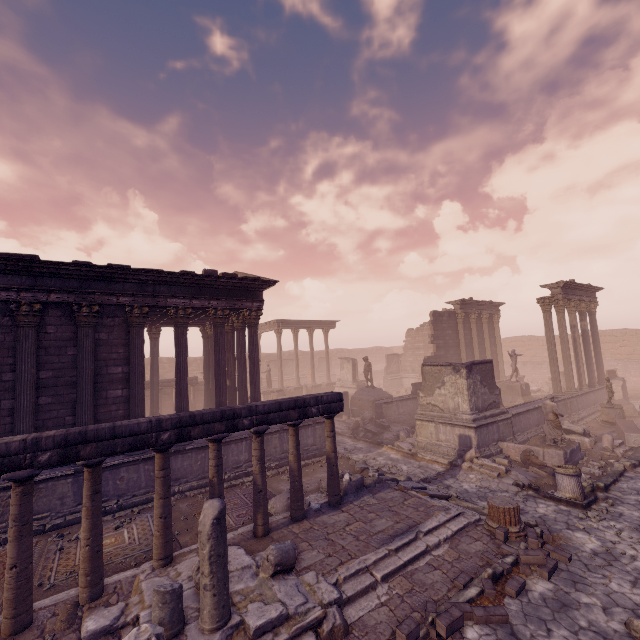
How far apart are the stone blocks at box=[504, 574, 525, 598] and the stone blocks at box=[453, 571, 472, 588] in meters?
0.5 m

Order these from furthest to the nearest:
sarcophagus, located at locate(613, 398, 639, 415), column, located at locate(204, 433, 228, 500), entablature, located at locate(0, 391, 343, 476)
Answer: sarcophagus, located at locate(613, 398, 639, 415), column, located at locate(204, 433, 228, 500), entablature, located at locate(0, 391, 343, 476)

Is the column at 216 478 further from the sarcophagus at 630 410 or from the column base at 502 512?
the sarcophagus at 630 410

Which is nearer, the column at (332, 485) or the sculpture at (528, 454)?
the column at (332, 485)

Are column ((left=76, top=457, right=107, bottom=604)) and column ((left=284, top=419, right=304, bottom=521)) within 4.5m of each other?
yes

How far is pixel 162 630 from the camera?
4.48m

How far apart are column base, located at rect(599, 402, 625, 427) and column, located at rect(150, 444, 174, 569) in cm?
2010

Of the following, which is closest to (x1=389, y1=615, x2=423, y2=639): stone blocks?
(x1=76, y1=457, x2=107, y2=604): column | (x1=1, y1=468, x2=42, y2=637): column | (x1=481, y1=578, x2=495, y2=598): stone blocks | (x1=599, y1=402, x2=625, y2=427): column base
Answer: (x1=481, y1=578, x2=495, y2=598): stone blocks
